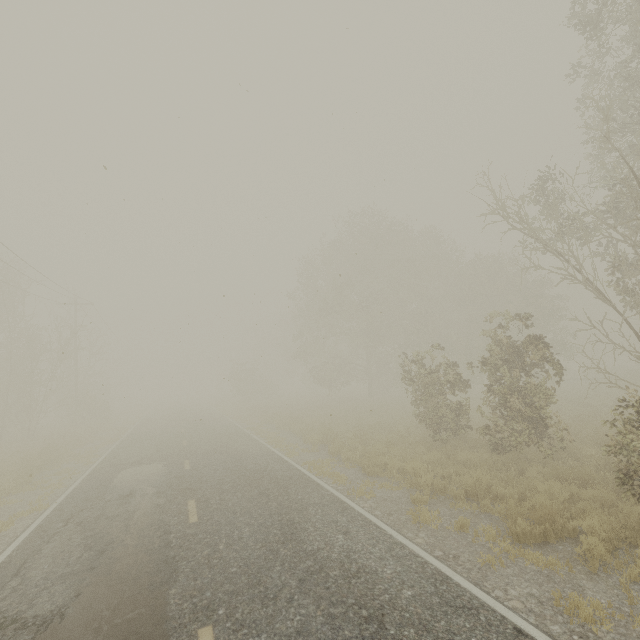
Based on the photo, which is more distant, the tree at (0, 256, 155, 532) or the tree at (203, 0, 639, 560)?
the tree at (0, 256, 155, 532)

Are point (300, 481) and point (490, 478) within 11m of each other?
A: yes

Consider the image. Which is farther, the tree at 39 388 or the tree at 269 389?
the tree at 39 388
